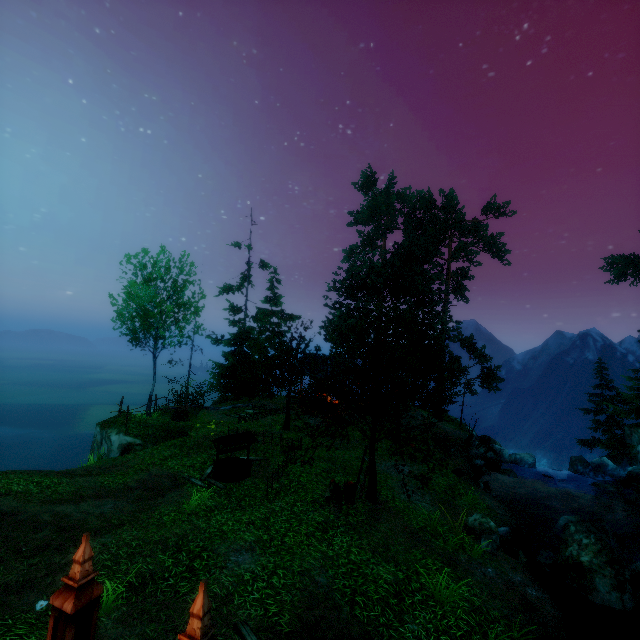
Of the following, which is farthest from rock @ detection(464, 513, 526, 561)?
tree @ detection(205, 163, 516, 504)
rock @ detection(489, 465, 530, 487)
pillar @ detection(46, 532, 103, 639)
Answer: pillar @ detection(46, 532, 103, 639)

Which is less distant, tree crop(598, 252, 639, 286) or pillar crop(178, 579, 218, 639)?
pillar crop(178, 579, 218, 639)

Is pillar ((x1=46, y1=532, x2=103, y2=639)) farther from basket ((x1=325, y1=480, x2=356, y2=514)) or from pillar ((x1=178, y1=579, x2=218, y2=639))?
basket ((x1=325, y1=480, x2=356, y2=514))

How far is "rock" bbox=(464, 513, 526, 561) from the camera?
10.4 meters

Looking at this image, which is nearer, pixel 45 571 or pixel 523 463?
pixel 45 571

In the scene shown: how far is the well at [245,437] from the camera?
12.7m

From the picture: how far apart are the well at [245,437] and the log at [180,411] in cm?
703

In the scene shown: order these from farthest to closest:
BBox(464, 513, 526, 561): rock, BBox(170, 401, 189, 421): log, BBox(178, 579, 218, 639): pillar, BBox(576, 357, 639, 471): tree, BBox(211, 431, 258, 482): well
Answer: BBox(576, 357, 639, 471): tree
BBox(170, 401, 189, 421): log
BBox(211, 431, 258, 482): well
BBox(464, 513, 526, 561): rock
BBox(178, 579, 218, 639): pillar
